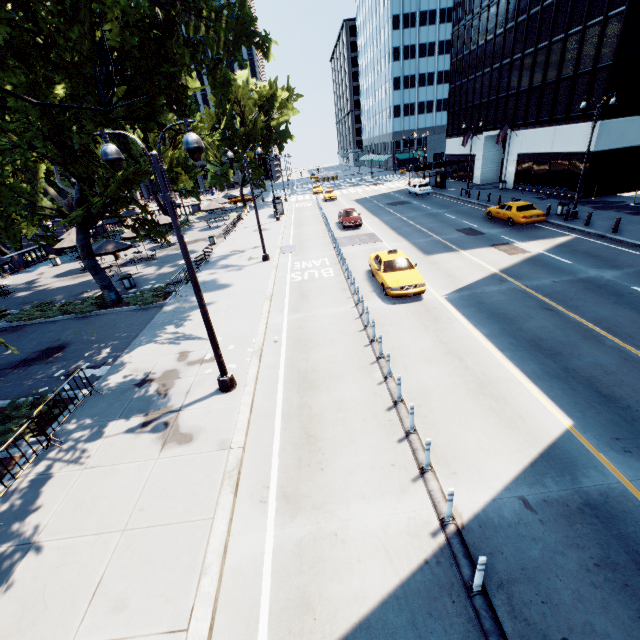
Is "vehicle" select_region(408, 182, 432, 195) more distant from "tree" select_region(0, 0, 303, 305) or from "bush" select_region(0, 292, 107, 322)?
"bush" select_region(0, 292, 107, 322)

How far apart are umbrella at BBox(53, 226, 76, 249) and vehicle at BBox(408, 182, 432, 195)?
36.6 meters

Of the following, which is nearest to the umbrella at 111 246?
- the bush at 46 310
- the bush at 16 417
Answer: the bush at 46 310

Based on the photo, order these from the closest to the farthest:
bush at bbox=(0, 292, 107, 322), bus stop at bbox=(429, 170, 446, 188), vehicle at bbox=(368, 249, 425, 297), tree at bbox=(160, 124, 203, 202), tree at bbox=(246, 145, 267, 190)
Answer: vehicle at bbox=(368, 249, 425, 297)
bush at bbox=(0, 292, 107, 322)
tree at bbox=(160, 124, 203, 202)
bus stop at bbox=(429, 170, 446, 188)
tree at bbox=(246, 145, 267, 190)

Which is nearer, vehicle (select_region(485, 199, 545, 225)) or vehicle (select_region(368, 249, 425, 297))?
vehicle (select_region(368, 249, 425, 297))

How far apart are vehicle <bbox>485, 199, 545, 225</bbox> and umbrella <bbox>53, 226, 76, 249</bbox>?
33.6 meters

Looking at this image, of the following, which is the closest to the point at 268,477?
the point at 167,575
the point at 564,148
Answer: the point at 167,575

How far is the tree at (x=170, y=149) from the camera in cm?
3494
